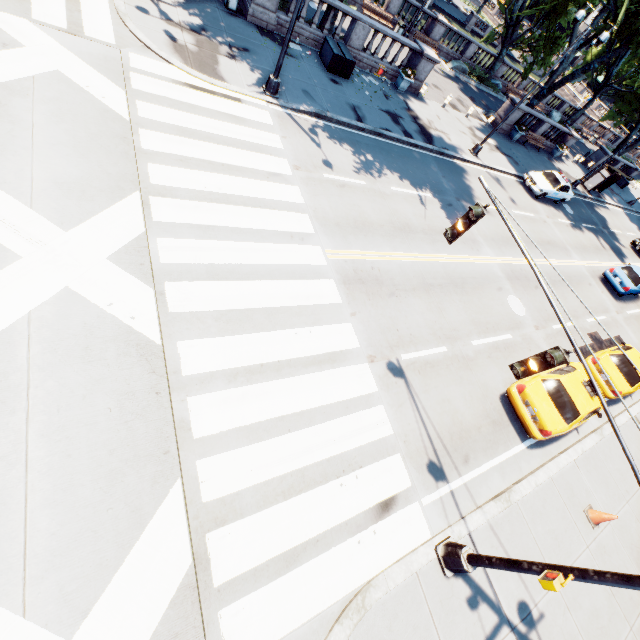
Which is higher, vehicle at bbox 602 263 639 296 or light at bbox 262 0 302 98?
vehicle at bbox 602 263 639 296

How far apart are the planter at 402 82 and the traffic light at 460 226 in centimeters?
1813cm

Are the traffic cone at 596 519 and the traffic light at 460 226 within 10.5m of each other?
yes

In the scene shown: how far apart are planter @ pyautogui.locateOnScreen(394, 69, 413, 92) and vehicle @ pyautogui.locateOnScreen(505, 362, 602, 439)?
18.0 meters

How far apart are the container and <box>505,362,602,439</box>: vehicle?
16.94m

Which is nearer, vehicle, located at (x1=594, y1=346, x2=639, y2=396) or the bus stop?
vehicle, located at (x1=594, y1=346, x2=639, y2=396)

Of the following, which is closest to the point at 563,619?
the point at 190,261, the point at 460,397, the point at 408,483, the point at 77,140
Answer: the point at 408,483

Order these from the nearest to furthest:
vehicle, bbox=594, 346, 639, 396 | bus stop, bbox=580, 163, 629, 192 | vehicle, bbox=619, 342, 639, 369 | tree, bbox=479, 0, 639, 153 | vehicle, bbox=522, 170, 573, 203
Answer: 1. vehicle, bbox=594, 346, 639, 396
2. vehicle, bbox=619, 342, 639, 369
3. tree, bbox=479, 0, 639, 153
4. vehicle, bbox=522, 170, 573, 203
5. bus stop, bbox=580, 163, 629, 192
